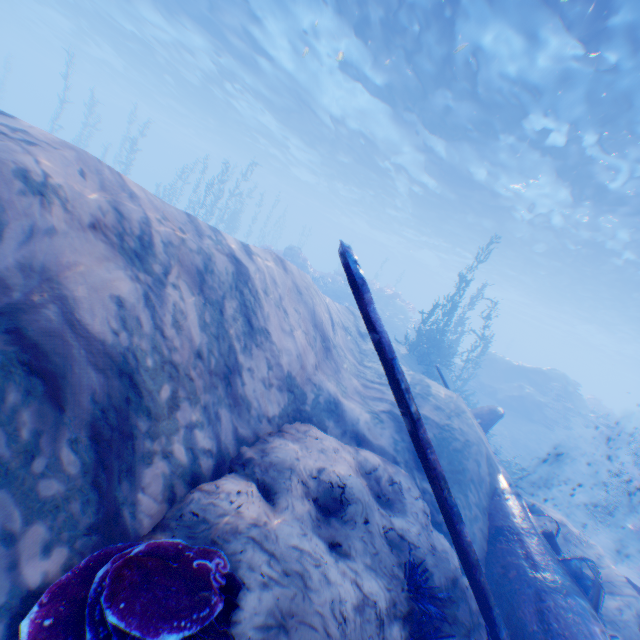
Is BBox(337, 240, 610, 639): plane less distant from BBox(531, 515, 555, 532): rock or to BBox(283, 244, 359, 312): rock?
BBox(531, 515, 555, 532): rock

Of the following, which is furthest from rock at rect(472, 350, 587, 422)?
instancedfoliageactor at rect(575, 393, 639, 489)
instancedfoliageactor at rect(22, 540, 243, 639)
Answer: instancedfoliageactor at rect(575, 393, 639, 489)

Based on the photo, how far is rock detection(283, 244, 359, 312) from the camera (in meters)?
24.00

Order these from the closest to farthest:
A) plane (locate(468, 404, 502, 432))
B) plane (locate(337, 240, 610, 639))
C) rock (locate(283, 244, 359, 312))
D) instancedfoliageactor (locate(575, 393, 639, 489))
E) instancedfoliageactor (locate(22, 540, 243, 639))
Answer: instancedfoliageactor (locate(22, 540, 243, 639)) < plane (locate(337, 240, 610, 639)) < plane (locate(468, 404, 502, 432)) < instancedfoliageactor (locate(575, 393, 639, 489)) < rock (locate(283, 244, 359, 312))

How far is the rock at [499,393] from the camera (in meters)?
20.58

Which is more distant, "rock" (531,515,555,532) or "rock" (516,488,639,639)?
"rock" (531,515,555,532)

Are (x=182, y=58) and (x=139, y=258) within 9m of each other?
no

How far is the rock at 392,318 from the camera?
26.9 meters
